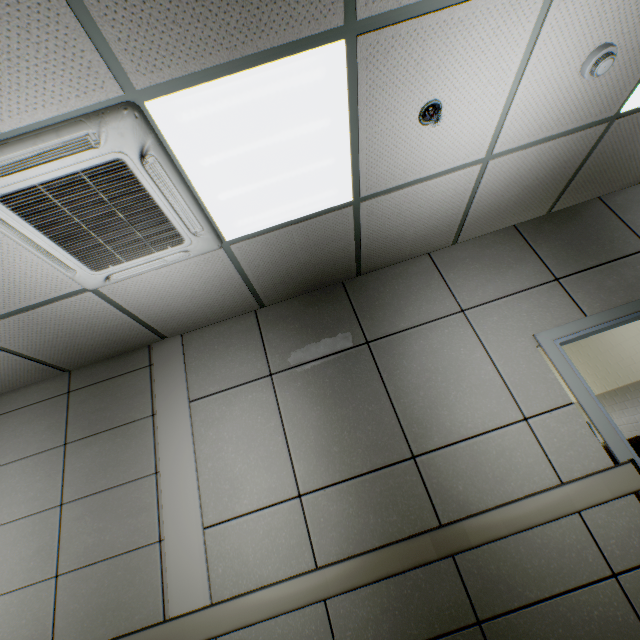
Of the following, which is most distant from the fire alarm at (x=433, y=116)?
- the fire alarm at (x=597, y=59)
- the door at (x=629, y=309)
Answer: the door at (x=629, y=309)

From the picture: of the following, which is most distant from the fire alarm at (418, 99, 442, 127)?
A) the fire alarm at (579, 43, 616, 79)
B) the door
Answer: the door

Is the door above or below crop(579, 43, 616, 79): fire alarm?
below

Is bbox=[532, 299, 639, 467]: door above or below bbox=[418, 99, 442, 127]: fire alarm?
below

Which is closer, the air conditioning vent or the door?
the air conditioning vent

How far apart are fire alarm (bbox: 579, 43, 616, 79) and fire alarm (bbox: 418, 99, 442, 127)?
1.0m

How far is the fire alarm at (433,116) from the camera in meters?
1.8 m

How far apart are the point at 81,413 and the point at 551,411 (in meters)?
4.03
